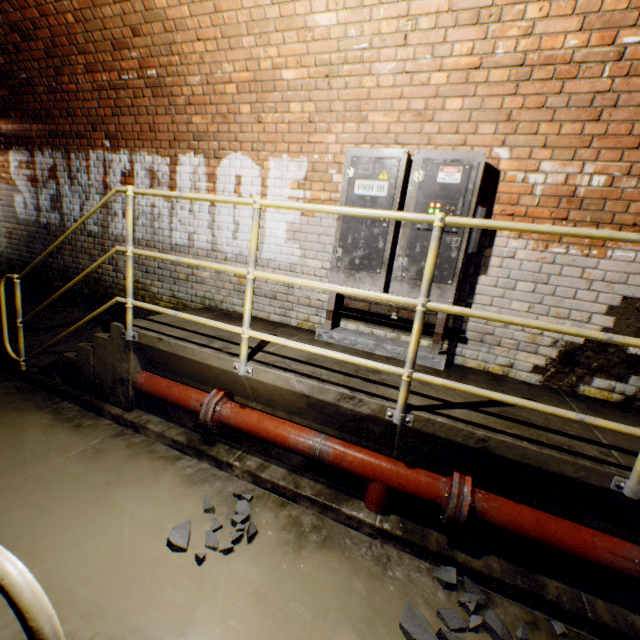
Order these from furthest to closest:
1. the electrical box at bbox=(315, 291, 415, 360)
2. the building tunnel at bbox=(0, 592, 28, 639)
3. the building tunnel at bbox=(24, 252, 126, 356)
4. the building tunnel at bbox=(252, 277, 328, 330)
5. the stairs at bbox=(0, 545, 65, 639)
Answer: the building tunnel at bbox=(24, 252, 126, 356) → the building tunnel at bbox=(252, 277, 328, 330) → the electrical box at bbox=(315, 291, 415, 360) → the building tunnel at bbox=(0, 592, 28, 639) → the stairs at bbox=(0, 545, 65, 639)

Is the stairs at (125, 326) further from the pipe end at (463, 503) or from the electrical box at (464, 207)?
the pipe end at (463, 503)

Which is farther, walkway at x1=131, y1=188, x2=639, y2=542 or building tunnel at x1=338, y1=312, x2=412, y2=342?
building tunnel at x1=338, y1=312, x2=412, y2=342

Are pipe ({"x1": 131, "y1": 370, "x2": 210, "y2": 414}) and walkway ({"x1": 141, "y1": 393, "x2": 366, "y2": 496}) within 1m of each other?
yes

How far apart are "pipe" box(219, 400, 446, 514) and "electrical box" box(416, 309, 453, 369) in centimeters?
104cm

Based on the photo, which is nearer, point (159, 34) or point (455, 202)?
point (455, 202)

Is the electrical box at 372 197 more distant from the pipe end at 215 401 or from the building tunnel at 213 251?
the pipe end at 215 401

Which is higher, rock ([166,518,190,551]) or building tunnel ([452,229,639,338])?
building tunnel ([452,229,639,338])
